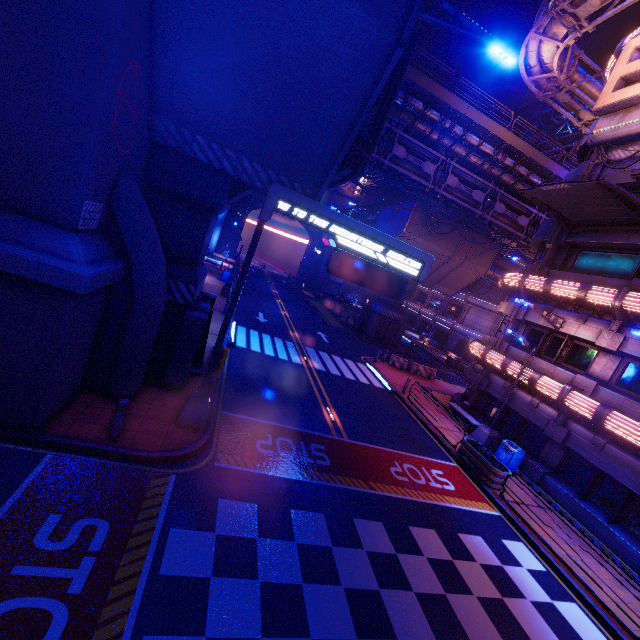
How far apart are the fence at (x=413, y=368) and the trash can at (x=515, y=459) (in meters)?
10.47

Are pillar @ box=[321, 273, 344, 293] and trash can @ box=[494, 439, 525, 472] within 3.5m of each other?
no

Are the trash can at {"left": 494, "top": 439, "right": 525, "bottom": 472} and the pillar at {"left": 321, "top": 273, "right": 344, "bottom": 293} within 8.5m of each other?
no

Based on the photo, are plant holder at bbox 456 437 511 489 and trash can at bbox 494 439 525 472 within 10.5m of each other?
yes

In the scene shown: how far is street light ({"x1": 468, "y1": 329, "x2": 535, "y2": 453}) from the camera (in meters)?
15.75

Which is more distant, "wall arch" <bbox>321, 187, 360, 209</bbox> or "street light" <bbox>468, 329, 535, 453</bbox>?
"wall arch" <bbox>321, 187, 360, 209</bbox>

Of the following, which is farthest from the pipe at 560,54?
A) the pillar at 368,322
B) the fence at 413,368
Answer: the fence at 413,368

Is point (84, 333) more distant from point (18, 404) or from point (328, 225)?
point (328, 225)
